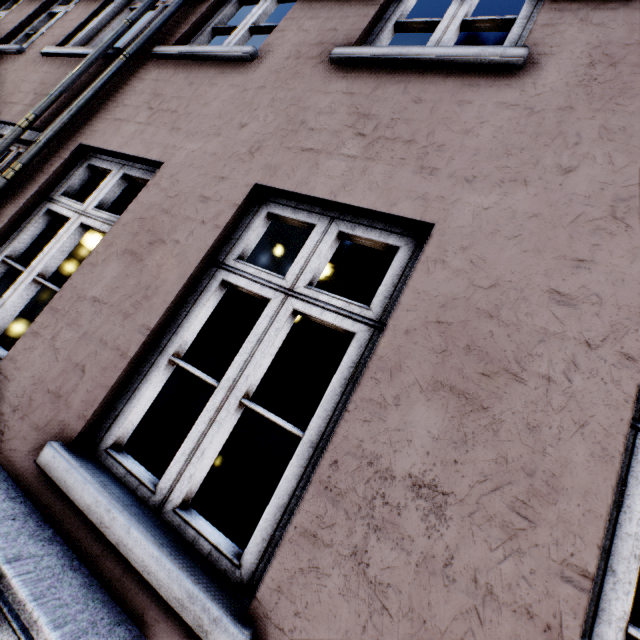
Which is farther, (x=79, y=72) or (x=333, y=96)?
(x=79, y=72)
